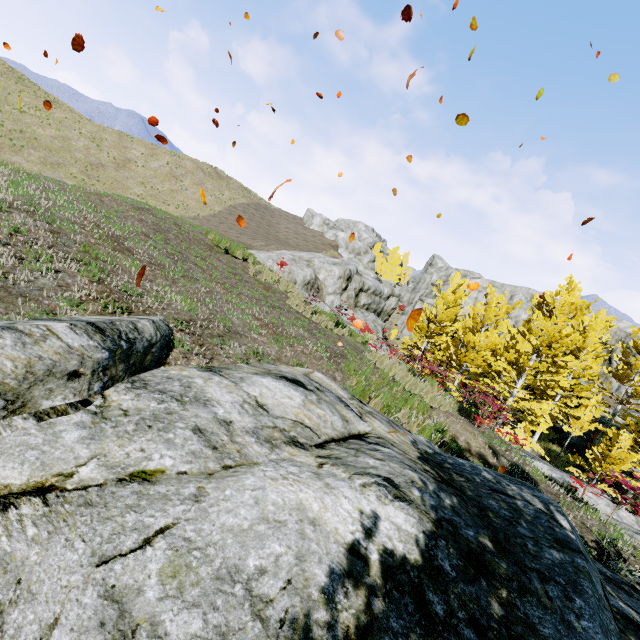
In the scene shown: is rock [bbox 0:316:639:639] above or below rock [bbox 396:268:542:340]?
below

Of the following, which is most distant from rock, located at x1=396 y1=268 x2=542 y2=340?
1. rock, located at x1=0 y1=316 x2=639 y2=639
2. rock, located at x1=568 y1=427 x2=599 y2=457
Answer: rock, located at x1=0 y1=316 x2=639 y2=639

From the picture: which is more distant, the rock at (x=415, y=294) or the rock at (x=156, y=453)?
the rock at (x=415, y=294)

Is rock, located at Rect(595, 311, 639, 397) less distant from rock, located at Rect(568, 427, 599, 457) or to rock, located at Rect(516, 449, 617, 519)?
rock, located at Rect(568, 427, 599, 457)

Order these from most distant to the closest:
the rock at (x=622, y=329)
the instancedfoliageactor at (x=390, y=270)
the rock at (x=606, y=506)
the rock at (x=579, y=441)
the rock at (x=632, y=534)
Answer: the instancedfoliageactor at (x=390, y=270) → the rock at (x=622, y=329) → the rock at (x=579, y=441) → the rock at (x=606, y=506) → the rock at (x=632, y=534)

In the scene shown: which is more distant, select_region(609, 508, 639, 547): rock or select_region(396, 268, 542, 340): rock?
select_region(396, 268, 542, 340): rock

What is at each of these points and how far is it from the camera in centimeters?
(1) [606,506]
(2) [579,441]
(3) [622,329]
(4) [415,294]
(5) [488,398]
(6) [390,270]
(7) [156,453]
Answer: (1) rock, 780cm
(2) rock, 2480cm
(3) rock, 3459cm
(4) rock, 5941cm
(5) instancedfoliageactor, 891cm
(6) instancedfoliageactor, 5072cm
(7) rock, 226cm

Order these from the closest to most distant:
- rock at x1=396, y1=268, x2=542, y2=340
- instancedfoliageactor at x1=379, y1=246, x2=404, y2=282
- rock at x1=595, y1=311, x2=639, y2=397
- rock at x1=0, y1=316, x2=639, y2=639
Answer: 1. rock at x1=0, y1=316, x2=639, y2=639
2. rock at x1=595, y1=311, x2=639, y2=397
3. rock at x1=396, y1=268, x2=542, y2=340
4. instancedfoliageactor at x1=379, y1=246, x2=404, y2=282
